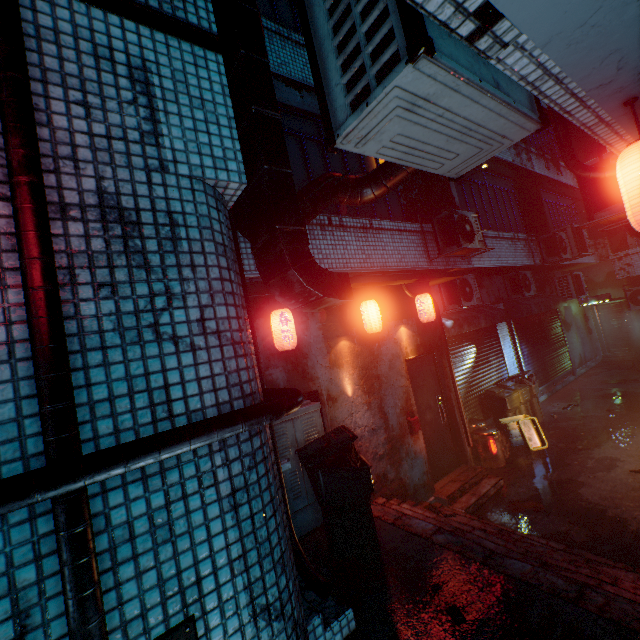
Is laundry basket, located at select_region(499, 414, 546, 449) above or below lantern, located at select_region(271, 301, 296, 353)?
below

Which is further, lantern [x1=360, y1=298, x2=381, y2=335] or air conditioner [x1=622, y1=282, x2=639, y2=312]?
air conditioner [x1=622, y1=282, x2=639, y2=312]

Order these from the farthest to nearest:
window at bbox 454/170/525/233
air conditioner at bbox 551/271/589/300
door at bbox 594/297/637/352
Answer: door at bbox 594/297/637/352, air conditioner at bbox 551/271/589/300, window at bbox 454/170/525/233

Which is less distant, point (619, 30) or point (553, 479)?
point (619, 30)

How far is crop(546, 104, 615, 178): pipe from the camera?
2.7m

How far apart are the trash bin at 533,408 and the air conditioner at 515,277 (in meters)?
1.90

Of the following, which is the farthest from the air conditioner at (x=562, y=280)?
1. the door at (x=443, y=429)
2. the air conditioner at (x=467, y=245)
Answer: the door at (x=443, y=429)

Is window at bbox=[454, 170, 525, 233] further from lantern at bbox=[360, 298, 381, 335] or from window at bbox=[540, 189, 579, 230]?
lantern at bbox=[360, 298, 381, 335]
